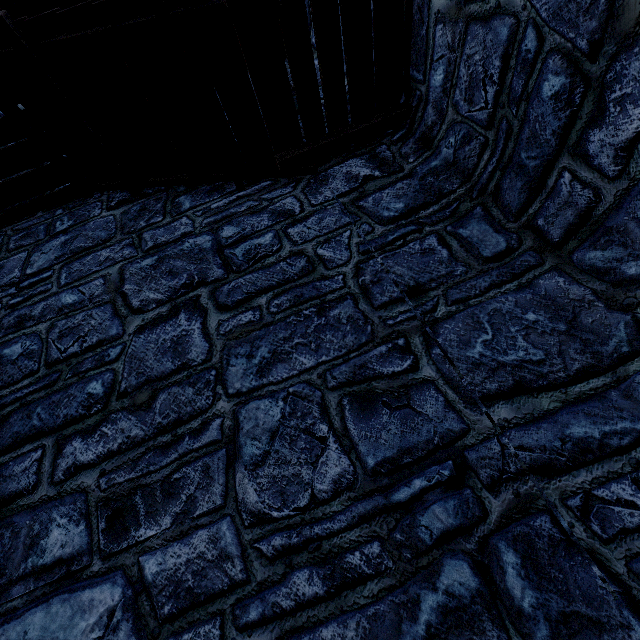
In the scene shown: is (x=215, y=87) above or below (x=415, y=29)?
above
